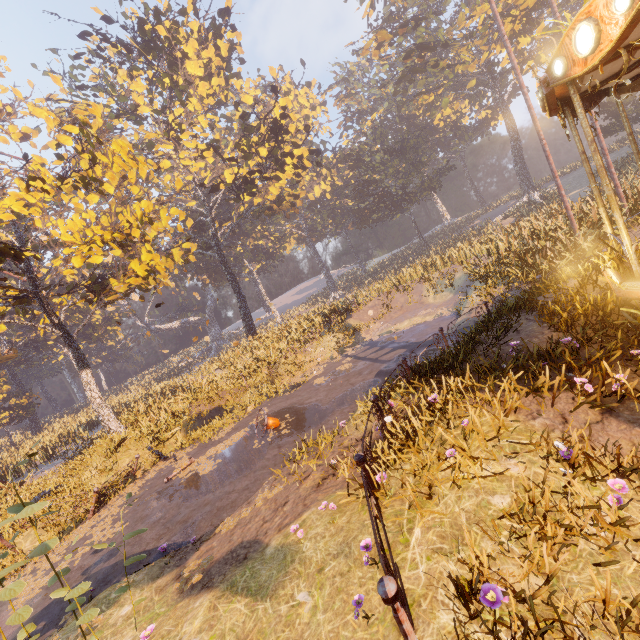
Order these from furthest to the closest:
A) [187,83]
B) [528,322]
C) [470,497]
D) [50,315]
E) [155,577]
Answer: [187,83]
[50,315]
[528,322]
[155,577]
[470,497]

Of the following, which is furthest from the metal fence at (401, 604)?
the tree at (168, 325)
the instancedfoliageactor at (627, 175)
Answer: the tree at (168, 325)

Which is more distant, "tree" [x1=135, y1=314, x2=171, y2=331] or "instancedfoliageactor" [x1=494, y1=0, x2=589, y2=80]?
"tree" [x1=135, y1=314, x2=171, y2=331]

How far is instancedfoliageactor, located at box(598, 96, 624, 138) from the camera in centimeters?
2997cm

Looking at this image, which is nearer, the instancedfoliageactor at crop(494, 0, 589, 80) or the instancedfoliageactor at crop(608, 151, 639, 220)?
the instancedfoliageactor at crop(608, 151, 639, 220)

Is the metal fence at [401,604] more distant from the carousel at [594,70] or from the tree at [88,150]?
the tree at [88,150]

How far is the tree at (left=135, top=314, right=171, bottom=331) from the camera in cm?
5840

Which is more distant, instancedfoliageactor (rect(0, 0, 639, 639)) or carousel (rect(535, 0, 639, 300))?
instancedfoliageactor (rect(0, 0, 639, 639))
